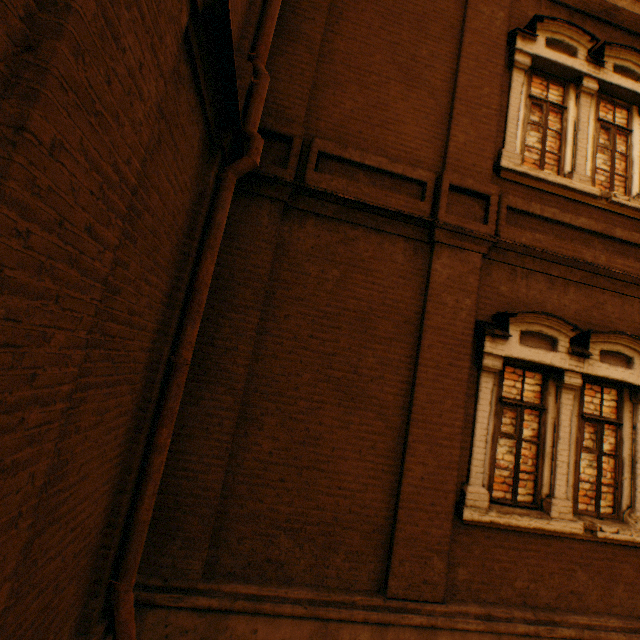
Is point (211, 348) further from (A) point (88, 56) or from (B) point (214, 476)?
(A) point (88, 56)
